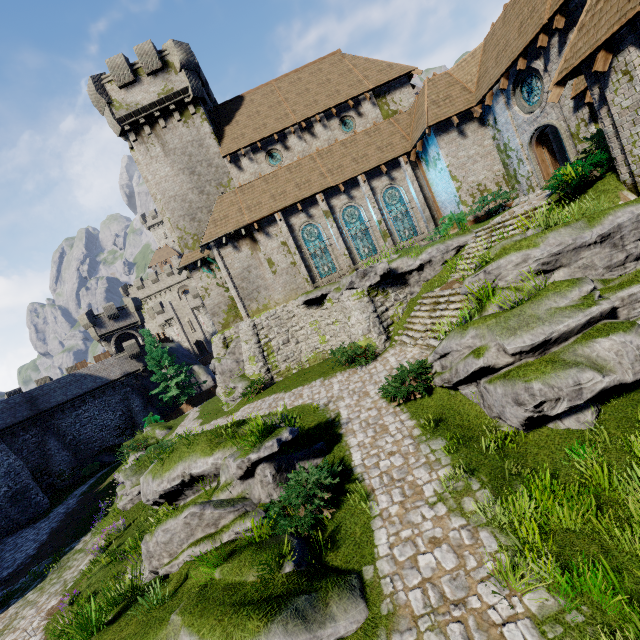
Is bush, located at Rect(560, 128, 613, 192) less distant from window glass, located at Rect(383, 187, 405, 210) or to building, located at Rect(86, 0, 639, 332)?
building, located at Rect(86, 0, 639, 332)

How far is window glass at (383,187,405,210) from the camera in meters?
21.5

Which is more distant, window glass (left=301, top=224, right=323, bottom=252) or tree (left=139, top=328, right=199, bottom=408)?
tree (left=139, top=328, right=199, bottom=408)

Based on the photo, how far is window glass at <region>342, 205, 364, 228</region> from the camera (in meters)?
21.58

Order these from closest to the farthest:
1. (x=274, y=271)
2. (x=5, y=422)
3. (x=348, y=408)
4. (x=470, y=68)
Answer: (x=348, y=408) → (x=470, y=68) → (x=274, y=271) → (x=5, y=422)

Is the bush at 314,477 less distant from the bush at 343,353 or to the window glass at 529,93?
the bush at 343,353

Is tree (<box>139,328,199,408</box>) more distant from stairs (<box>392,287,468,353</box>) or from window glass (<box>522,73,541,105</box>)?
window glass (<box>522,73,541,105</box>)

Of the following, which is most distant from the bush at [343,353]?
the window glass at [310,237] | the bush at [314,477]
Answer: the bush at [314,477]
